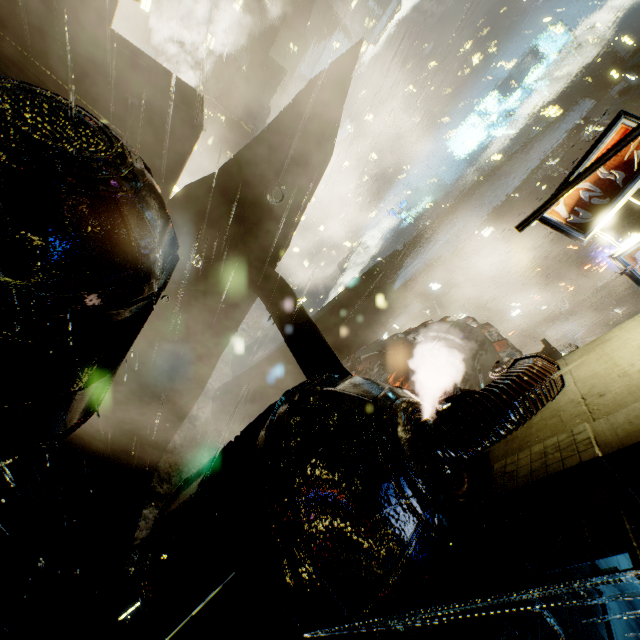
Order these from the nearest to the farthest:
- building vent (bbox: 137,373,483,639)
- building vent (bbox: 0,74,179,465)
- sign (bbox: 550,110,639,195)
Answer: building vent (bbox: 137,373,483,639)
building vent (bbox: 0,74,179,465)
sign (bbox: 550,110,639,195)

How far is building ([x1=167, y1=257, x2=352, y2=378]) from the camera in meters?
11.2

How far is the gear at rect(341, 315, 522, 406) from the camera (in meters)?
15.07

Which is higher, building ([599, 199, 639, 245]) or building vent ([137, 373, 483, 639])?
building ([599, 199, 639, 245])

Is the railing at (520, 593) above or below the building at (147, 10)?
above

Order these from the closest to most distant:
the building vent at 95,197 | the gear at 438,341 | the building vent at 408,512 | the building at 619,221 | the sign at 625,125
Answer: the building vent at 408,512 → the building vent at 95,197 → the sign at 625,125 → the gear at 438,341 → the building at 619,221

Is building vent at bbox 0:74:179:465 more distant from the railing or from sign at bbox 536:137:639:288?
sign at bbox 536:137:639:288

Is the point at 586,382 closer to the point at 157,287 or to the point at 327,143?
the point at 157,287
